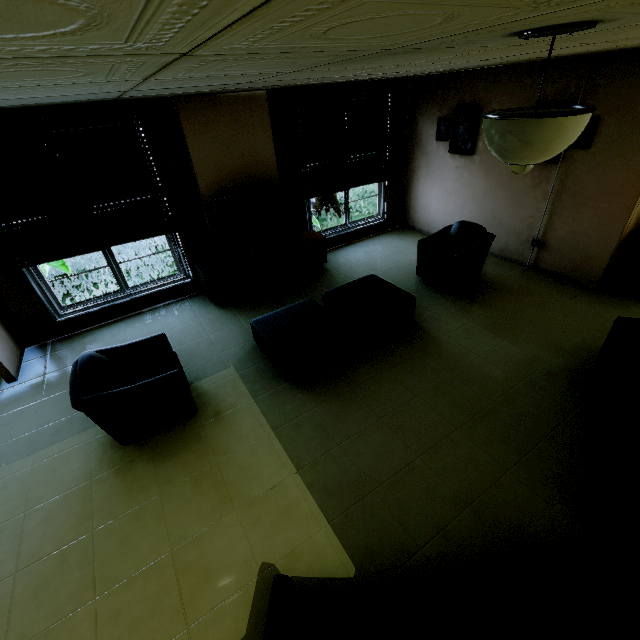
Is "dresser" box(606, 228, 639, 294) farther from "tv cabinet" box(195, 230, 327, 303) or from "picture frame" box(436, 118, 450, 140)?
"tv cabinet" box(195, 230, 327, 303)

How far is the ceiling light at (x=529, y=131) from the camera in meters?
1.4

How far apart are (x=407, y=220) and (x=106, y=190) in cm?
577

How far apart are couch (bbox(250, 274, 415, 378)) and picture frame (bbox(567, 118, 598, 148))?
3.8 meters

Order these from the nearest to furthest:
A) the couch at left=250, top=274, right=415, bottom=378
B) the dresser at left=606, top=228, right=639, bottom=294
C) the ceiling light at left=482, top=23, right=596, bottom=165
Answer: the ceiling light at left=482, top=23, right=596, bottom=165 → the couch at left=250, top=274, right=415, bottom=378 → the dresser at left=606, top=228, right=639, bottom=294

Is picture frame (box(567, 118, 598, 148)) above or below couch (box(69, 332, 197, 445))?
above

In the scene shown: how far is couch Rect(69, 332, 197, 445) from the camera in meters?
2.7

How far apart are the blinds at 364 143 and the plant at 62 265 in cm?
521
